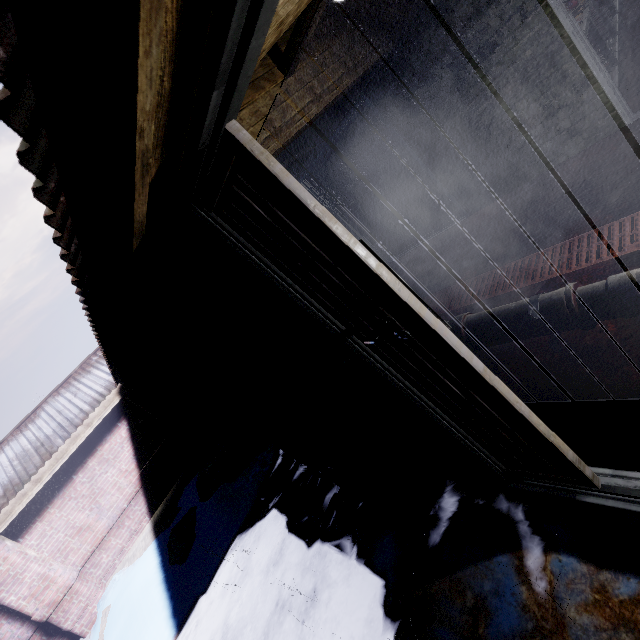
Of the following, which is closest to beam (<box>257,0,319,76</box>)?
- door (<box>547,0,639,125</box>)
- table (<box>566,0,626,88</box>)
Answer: door (<box>547,0,639,125</box>)

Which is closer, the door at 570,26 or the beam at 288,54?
the beam at 288,54

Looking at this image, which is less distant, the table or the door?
the door

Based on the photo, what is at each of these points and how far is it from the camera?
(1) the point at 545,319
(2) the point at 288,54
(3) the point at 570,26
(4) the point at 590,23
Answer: (1) pipe, 1.4m
(2) beam, 2.1m
(3) door, 2.6m
(4) table, 3.2m

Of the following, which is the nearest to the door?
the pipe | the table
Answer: the table

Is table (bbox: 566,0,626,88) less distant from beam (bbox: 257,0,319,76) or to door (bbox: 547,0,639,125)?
door (bbox: 547,0,639,125)

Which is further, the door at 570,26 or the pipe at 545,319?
the door at 570,26

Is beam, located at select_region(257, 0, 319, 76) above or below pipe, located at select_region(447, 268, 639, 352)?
above
